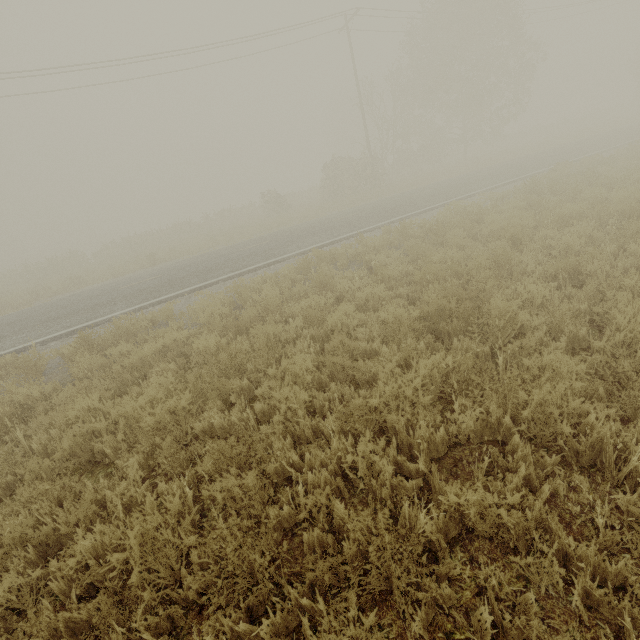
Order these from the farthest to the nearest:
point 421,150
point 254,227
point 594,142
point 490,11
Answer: point 421,150
point 490,11
point 254,227
point 594,142
